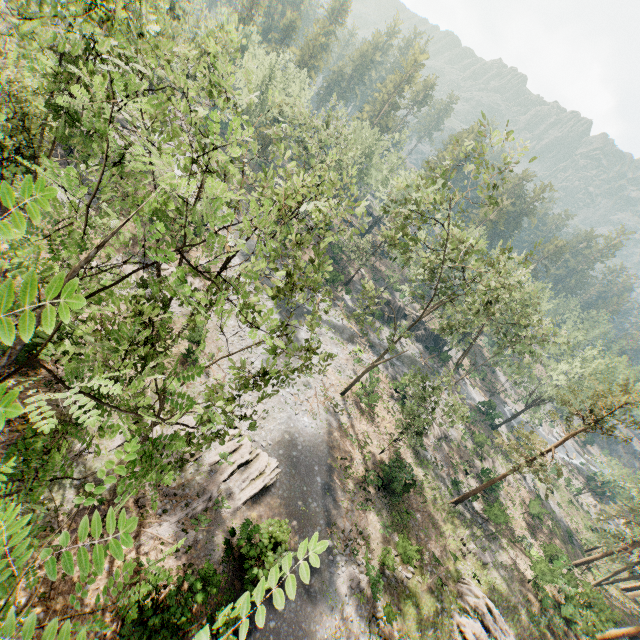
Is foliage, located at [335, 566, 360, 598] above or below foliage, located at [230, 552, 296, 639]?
below

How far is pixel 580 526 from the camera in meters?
45.6

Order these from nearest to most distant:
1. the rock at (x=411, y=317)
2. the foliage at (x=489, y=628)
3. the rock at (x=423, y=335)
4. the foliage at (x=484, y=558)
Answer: the foliage at (x=489, y=628) → the foliage at (x=484, y=558) → the rock at (x=411, y=317) → the rock at (x=423, y=335)

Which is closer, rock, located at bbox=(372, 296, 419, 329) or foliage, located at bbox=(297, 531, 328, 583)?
foliage, located at bbox=(297, 531, 328, 583)

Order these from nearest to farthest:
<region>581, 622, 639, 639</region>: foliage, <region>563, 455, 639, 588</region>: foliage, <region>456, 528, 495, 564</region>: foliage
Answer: <region>581, 622, 639, 639</region>: foliage
<region>456, 528, 495, 564</region>: foliage
<region>563, 455, 639, 588</region>: foliage

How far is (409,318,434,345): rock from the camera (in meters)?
56.66

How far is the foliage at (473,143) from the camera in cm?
1853
